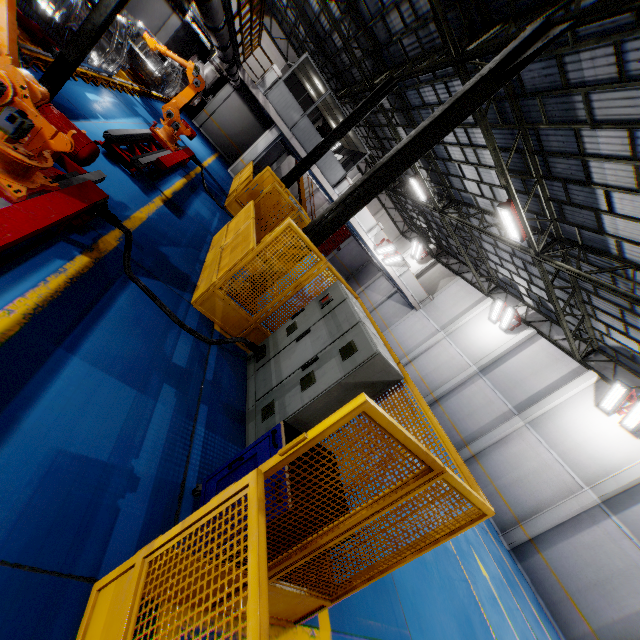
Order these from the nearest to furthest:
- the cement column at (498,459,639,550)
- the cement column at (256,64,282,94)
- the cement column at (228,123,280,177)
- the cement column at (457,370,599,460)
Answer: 1. the cement column at (498,459,639,550)
2. the cement column at (457,370,599,460)
3. the cement column at (256,64,282,94)
4. the cement column at (228,123,280,177)

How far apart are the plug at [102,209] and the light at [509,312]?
20.51m

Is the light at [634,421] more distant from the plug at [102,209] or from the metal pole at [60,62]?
the metal pole at [60,62]

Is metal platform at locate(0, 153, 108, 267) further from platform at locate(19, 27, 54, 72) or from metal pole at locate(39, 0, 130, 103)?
platform at locate(19, 27, 54, 72)

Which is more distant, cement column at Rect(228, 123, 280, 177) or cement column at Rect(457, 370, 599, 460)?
cement column at Rect(228, 123, 280, 177)

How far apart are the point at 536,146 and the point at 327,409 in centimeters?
1126cm

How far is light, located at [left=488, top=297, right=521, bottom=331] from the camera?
19.4m

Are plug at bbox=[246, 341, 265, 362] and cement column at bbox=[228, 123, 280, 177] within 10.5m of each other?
no
